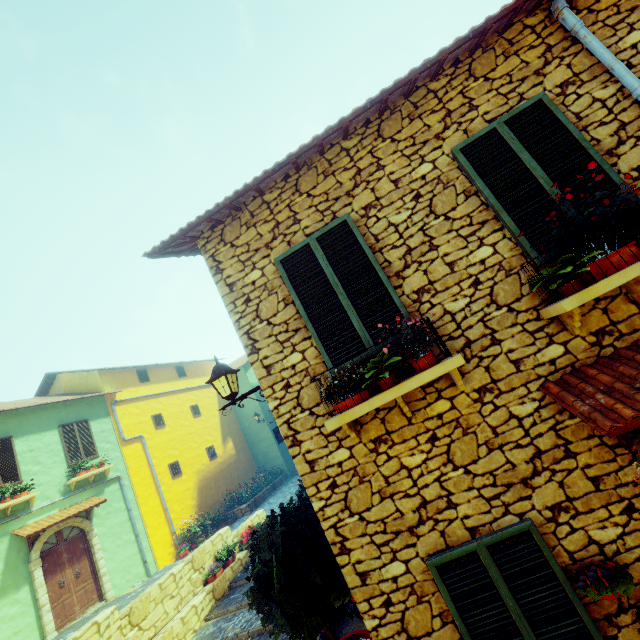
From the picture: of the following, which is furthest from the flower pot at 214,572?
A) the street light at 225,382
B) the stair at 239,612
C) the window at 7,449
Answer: the window at 7,449

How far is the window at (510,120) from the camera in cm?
336

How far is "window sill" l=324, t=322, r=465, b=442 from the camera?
3.1 meters

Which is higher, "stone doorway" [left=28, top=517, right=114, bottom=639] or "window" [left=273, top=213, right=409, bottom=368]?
"window" [left=273, top=213, right=409, bottom=368]

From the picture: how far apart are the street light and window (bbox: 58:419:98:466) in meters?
11.8

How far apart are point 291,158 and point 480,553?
4.7 meters

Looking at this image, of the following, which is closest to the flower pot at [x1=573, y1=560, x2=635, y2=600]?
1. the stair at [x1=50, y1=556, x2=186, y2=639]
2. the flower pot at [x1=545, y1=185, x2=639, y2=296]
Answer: the flower pot at [x1=545, y1=185, x2=639, y2=296]

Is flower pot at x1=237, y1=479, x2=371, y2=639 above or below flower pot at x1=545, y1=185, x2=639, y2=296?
below
